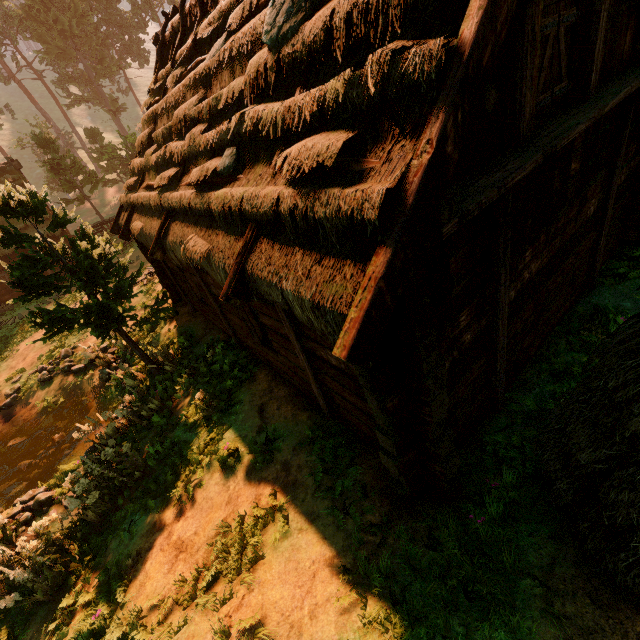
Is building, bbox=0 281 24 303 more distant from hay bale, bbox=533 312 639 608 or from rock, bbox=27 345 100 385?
rock, bbox=27 345 100 385

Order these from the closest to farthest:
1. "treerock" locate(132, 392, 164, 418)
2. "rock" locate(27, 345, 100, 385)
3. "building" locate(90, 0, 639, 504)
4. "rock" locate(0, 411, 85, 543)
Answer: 1. "building" locate(90, 0, 639, 504)
2. "rock" locate(0, 411, 85, 543)
3. "treerock" locate(132, 392, 164, 418)
4. "rock" locate(27, 345, 100, 385)

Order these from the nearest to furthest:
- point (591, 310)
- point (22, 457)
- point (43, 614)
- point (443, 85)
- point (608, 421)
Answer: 1. point (443, 85)
2. point (608, 421)
3. point (43, 614)
4. point (591, 310)
5. point (22, 457)

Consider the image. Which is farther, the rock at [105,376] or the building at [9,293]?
the building at [9,293]

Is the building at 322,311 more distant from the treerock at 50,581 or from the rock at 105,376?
the rock at 105,376

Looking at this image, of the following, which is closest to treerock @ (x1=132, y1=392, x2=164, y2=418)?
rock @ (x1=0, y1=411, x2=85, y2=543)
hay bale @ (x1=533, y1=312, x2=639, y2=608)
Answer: rock @ (x1=0, y1=411, x2=85, y2=543)

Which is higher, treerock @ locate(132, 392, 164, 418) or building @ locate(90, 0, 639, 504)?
building @ locate(90, 0, 639, 504)

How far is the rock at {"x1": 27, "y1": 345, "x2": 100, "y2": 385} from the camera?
12.9m
